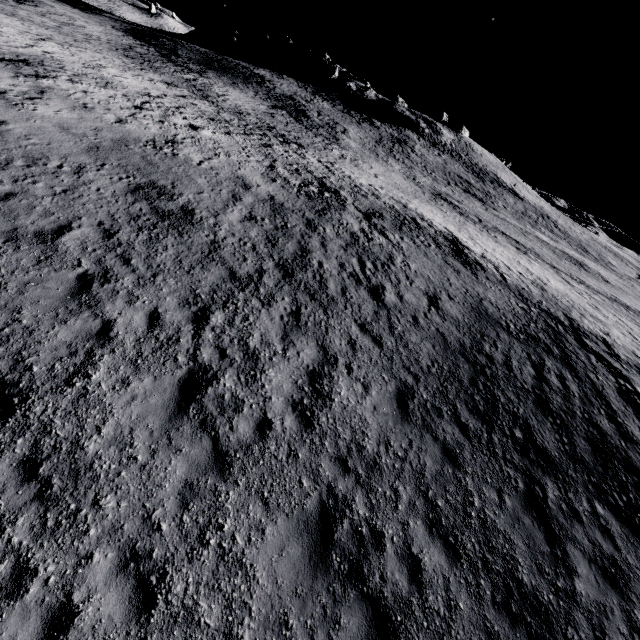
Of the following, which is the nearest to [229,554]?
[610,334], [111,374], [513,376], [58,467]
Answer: [58,467]
